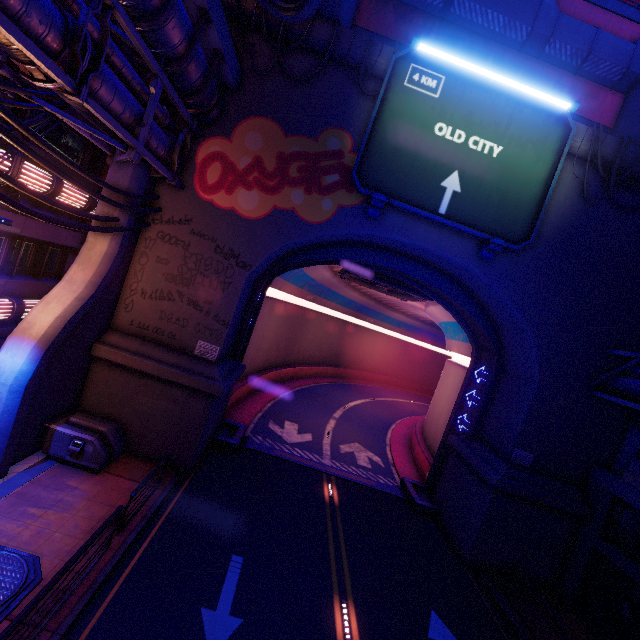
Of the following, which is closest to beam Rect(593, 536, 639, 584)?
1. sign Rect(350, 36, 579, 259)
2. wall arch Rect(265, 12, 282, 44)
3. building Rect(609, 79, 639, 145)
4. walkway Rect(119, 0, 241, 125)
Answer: wall arch Rect(265, 12, 282, 44)

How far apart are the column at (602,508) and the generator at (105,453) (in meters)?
18.80

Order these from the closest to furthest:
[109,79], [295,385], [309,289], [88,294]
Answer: [109,79], [88,294], [309,289], [295,385]

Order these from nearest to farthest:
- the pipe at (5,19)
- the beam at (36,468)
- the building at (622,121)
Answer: the pipe at (5,19) < the beam at (36,468) < the building at (622,121)

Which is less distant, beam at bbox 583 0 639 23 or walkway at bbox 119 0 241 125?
walkway at bbox 119 0 241 125

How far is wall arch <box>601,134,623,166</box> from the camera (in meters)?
13.01

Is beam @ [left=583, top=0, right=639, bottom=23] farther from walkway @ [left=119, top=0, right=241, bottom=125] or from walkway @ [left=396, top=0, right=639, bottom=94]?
walkway @ [left=119, top=0, right=241, bottom=125]

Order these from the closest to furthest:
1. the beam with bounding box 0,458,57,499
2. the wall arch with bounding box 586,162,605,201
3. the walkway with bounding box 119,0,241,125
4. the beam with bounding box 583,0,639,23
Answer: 1. the walkway with bounding box 119,0,241,125
2. the beam with bounding box 0,458,57,499
3. the wall arch with bounding box 586,162,605,201
4. the beam with bounding box 583,0,639,23
